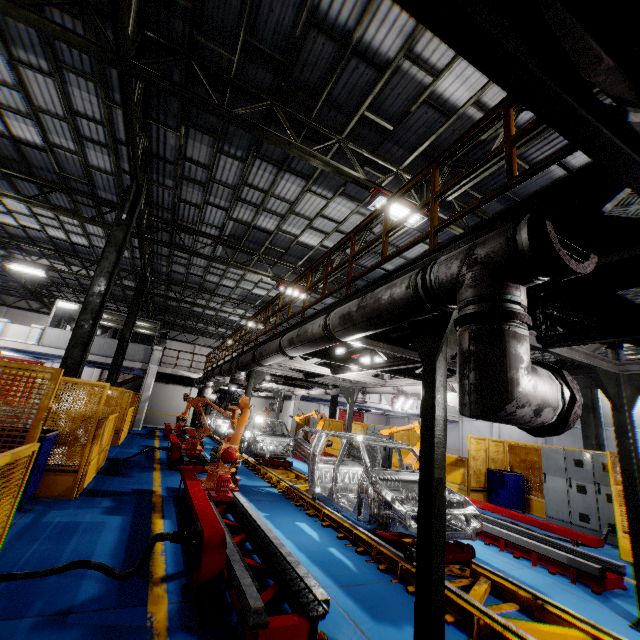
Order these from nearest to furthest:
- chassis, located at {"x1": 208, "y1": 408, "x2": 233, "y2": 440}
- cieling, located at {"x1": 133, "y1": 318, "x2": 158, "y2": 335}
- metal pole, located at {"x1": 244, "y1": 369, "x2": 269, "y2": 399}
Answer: metal pole, located at {"x1": 244, "y1": 369, "x2": 269, "y2": 399} → chassis, located at {"x1": 208, "y1": 408, "x2": 233, "y2": 440} → cieling, located at {"x1": 133, "y1": 318, "x2": 158, "y2": 335}

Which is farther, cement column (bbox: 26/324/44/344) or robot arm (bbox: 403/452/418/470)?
cement column (bbox: 26/324/44/344)

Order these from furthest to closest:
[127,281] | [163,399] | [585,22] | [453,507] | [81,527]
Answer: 1. [163,399]
2. [127,281]
3. [453,507]
4. [81,527]
5. [585,22]

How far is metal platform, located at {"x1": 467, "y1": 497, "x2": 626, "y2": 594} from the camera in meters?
5.3 m

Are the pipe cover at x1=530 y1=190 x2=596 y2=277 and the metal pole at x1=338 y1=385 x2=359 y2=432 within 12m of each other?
yes

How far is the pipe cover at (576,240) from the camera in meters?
2.0

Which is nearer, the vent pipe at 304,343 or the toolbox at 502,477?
the vent pipe at 304,343

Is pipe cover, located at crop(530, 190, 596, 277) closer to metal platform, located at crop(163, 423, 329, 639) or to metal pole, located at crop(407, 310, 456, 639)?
metal pole, located at crop(407, 310, 456, 639)
